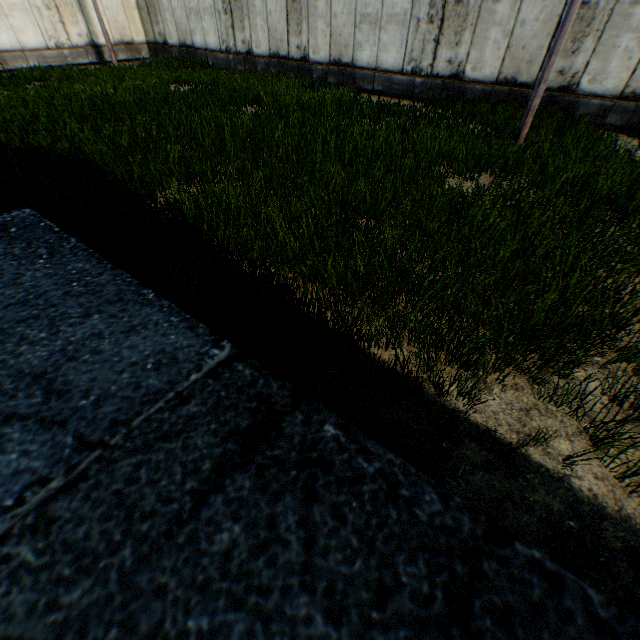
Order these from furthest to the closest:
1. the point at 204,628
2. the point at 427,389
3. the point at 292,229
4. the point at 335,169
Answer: the point at 335,169, the point at 292,229, the point at 427,389, the point at 204,628
